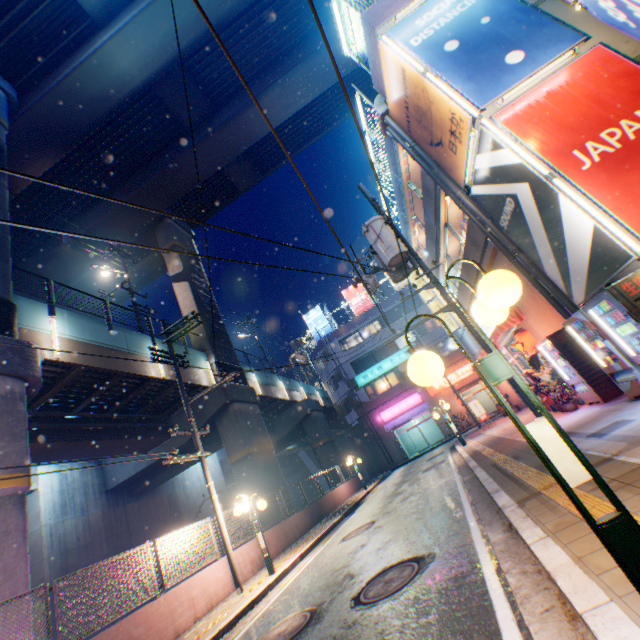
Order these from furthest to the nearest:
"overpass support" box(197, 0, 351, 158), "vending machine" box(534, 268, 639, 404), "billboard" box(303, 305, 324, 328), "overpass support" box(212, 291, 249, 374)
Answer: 1. "billboard" box(303, 305, 324, 328)
2. "overpass support" box(212, 291, 249, 374)
3. "overpass support" box(197, 0, 351, 158)
4. "vending machine" box(534, 268, 639, 404)

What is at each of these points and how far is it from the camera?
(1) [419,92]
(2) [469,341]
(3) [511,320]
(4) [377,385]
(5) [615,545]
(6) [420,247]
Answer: (1) billboard, 9.0 meters
(2) building, 21.5 meters
(3) awning, 11.6 meters
(4) window glass, 35.3 meters
(5) street lamp, 1.9 meters
(6) building, 21.4 meters

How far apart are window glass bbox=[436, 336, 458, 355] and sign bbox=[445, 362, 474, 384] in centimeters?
156cm

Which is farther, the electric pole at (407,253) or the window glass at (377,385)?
the window glass at (377,385)

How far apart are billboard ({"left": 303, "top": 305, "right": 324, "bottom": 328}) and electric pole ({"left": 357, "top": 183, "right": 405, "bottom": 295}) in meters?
27.6 m

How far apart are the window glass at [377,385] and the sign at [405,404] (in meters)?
1.62

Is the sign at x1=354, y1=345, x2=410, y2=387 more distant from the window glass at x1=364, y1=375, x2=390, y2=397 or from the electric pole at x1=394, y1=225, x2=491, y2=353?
the electric pole at x1=394, y1=225, x2=491, y2=353

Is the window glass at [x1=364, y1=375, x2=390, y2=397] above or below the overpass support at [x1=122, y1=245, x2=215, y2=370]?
below
